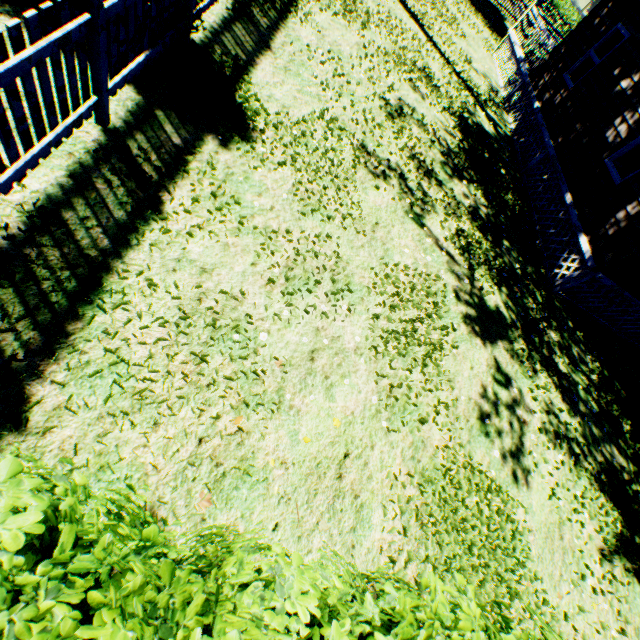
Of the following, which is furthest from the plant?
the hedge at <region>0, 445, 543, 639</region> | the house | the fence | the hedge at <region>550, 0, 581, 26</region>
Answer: the hedge at <region>550, 0, 581, 26</region>

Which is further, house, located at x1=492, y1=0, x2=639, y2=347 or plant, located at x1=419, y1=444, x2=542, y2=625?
house, located at x1=492, y1=0, x2=639, y2=347

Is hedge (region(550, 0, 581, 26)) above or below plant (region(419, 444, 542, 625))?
above

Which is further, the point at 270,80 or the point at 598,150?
the point at 598,150

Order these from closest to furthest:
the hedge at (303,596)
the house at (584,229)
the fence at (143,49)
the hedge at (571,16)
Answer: the hedge at (303,596) < the fence at (143,49) < the house at (584,229) < the hedge at (571,16)

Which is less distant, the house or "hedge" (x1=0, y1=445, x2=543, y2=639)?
"hedge" (x1=0, y1=445, x2=543, y2=639)

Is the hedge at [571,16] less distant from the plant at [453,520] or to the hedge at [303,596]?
the plant at [453,520]

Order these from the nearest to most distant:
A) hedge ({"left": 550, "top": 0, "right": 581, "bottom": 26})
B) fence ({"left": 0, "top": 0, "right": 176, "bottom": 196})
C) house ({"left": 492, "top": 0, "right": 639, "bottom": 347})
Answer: fence ({"left": 0, "top": 0, "right": 176, "bottom": 196})
house ({"left": 492, "top": 0, "right": 639, "bottom": 347})
hedge ({"left": 550, "top": 0, "right": 581, "bottom": 26})
